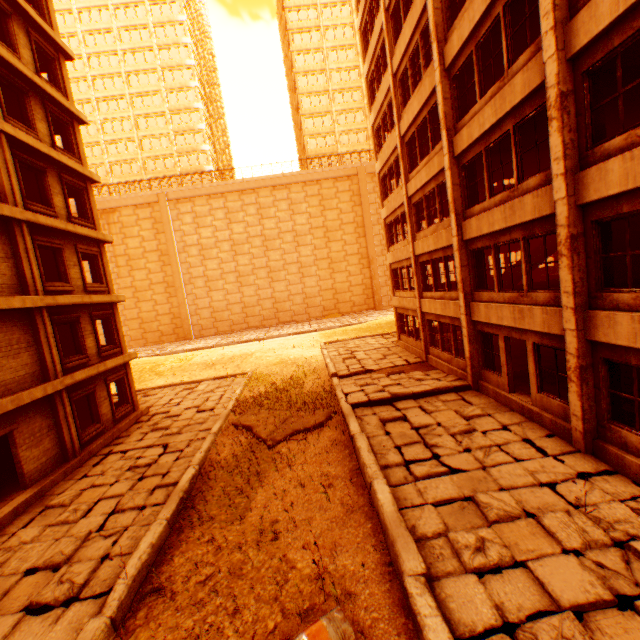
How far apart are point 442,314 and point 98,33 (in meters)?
63.58

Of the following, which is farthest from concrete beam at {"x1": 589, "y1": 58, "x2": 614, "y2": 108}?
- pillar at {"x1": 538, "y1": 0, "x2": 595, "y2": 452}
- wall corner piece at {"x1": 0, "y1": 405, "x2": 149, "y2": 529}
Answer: wall corner piece at {"x1": 0, "y1": 405, "x2": 149, "y2": 529}

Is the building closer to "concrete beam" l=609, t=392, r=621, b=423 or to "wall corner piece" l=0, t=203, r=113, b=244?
"wall corner piece" l=0, t=203, r=113, b=244

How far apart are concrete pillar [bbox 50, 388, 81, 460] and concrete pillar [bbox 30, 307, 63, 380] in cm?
40

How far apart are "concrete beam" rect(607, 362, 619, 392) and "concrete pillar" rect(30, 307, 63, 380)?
17.0m

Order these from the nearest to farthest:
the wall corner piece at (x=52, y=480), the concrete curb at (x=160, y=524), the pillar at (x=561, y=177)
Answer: the concrete curb at (x=160, y=524), the pillar at (x=561, y=177), the wall corner piece at (x=52, y=480)

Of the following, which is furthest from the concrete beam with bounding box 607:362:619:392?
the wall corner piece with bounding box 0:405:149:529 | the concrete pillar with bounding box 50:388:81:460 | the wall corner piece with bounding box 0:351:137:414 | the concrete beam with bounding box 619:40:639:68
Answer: the concrete pillar with bounding box 50:388:81:460

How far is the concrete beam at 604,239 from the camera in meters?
7.2
